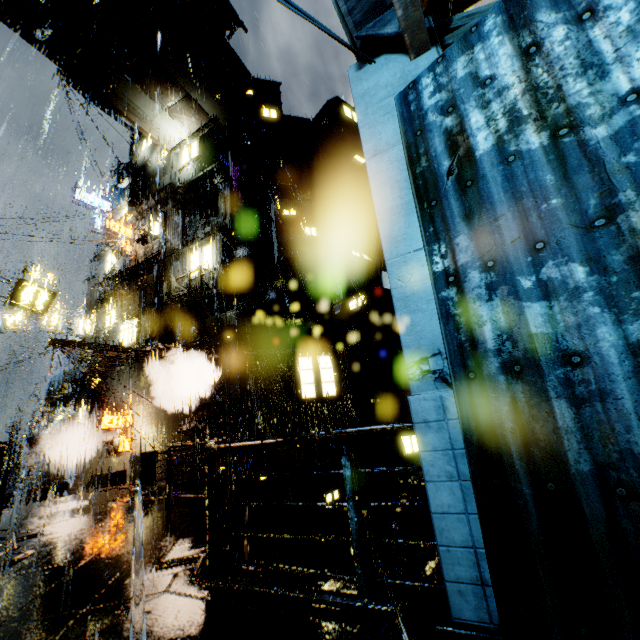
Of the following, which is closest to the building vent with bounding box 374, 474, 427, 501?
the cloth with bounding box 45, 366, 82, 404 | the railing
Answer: the railing

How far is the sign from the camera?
18.1 meters

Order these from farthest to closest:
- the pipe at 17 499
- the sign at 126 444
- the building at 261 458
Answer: the pipe at 17 499 → the sign at 126 444 → the building at 261 458

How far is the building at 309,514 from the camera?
10.34m

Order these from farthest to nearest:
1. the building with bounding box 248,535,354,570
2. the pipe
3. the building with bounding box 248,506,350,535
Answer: the pipe → the building with bounding box 248,535,354,570 → the building with bounding box 248,506,350,535

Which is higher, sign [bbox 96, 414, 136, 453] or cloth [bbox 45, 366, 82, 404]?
cloth [bbox 45, 366, 82, 404]

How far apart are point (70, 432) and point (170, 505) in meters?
19.8

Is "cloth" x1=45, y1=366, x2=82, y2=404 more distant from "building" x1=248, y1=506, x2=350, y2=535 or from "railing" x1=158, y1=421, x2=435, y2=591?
"railing" x1=158, y1=421, x2=435, y2=591
